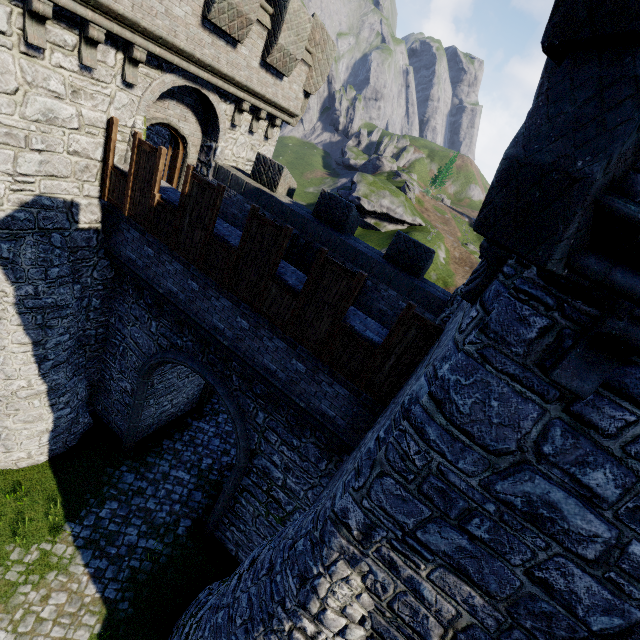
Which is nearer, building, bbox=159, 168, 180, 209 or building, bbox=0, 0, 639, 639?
building, bbox=0, 0, 639, 639

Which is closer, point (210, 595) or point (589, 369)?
point (589, 369)

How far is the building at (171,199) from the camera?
8.48m

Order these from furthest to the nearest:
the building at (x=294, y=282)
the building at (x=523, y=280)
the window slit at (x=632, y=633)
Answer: the building at (x=294, y=282)
the window slit at (x=632, y=633)
the building at (x=523, y=280)

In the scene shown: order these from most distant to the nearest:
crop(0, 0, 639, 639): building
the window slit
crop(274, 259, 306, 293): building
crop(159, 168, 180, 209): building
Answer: crop(159, 168, 180, 209): building, crop(274, 259, 306, 293): building, the window slit, crop(0, 0, 639, 639): building

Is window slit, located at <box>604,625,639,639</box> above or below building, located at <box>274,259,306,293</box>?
above

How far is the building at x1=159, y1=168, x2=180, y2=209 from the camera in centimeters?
848cm

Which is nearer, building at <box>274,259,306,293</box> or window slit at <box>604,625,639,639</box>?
window slit at <box>604,625,639,639</box>
